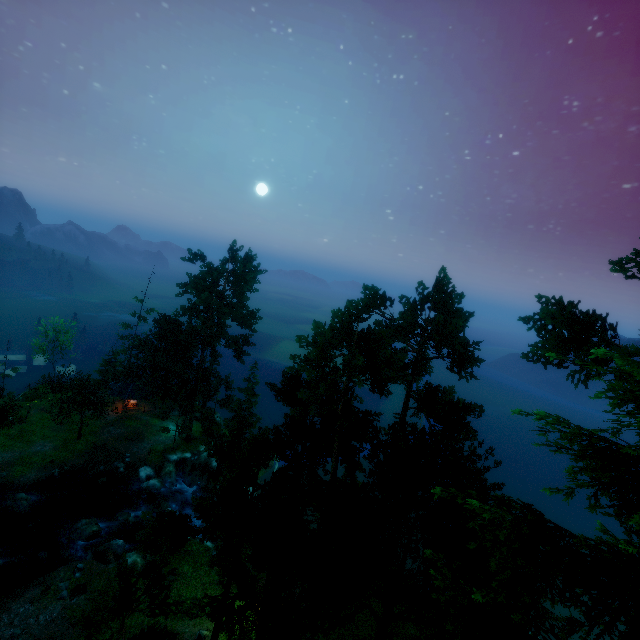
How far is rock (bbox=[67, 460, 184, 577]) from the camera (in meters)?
24.70

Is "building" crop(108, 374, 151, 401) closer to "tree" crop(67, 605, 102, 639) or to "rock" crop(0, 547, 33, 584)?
"tree" crop(67, 605, 102, 639)

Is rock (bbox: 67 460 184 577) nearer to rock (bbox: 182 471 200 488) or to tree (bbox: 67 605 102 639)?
rock (bbox: 182 471 200 488)

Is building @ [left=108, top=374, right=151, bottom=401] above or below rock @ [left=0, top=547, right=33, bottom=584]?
above

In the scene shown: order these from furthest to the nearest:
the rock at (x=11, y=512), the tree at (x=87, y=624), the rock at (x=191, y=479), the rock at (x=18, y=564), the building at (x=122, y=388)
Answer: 1. the building at (x=122, y=388)
2. the rock at (x=191, y=479)
3. the rock at (x=11, y=512)
4. the rock at (x=18, y=564)
5. the tree at (x=87, y=624)

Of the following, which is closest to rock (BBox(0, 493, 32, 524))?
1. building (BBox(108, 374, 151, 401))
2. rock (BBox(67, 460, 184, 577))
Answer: rock (BBox(67, 460, 184, 577))

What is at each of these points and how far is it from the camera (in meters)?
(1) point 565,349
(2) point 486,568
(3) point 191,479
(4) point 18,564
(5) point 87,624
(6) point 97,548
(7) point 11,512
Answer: (1) tree, 18.59
(2) tree, 14.19
(3) rock, 39.16
(4) rock, 25.31
(5) tree, 15.03
(6) rock, 27.05
(7) rock, 28.80

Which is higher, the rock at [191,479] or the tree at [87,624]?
the tree at [87,624]
